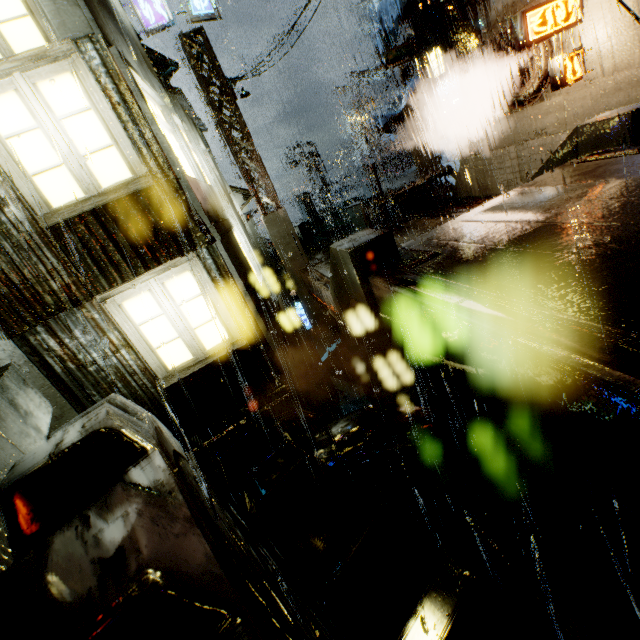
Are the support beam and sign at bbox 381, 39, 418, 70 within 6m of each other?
no

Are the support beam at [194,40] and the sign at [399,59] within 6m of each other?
no

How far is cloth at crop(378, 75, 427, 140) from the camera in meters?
15.3

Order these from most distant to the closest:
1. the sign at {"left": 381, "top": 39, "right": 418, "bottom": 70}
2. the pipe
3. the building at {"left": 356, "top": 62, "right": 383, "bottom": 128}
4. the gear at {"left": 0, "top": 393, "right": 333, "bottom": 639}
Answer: the building at {"left": 356, "top": 62, "right": 383, "bottom": 128}, the pipe, the sign at {"left": 381, "top": 39, "right": 418, "bottom": 70}, the gear at {"left": 0, "top": 393, "right": 333, "bottom": 639}

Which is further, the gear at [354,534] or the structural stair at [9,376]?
the structural stair at [9,376]

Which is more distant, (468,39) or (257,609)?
(468,39)

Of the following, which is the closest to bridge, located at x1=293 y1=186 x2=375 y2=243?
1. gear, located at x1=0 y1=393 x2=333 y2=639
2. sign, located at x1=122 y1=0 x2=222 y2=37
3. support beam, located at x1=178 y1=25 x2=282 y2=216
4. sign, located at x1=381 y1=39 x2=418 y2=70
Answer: support beam, located at x1=178 y1=25 x2=282 y2=216

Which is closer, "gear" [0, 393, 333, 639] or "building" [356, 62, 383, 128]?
"gear" [0, 393, 333, 639]
